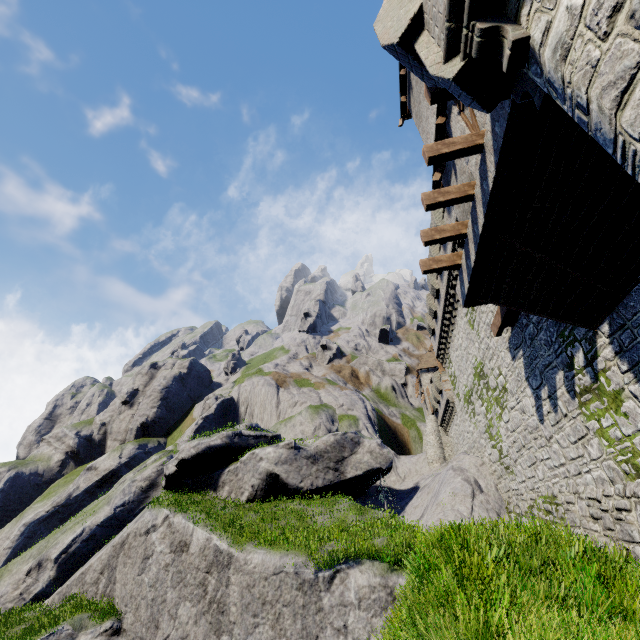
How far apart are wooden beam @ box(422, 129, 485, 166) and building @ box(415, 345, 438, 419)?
35.68m

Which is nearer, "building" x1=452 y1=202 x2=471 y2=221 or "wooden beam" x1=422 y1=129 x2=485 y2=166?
"wooden beam" x1=422 y1=129 x2=485 y2=166

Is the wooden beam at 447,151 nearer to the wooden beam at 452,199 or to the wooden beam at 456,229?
the wooden beam at 452,199

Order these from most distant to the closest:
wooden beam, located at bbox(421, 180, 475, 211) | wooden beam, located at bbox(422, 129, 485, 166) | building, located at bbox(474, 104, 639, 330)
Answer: wooden beam, located at bbox(421, 180, 475, 211) < wooden beam, located at bbox(422, 129, 485, 166) < building, located at bbox(474, 104, 639, 330)

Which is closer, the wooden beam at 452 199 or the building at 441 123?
the wooden beam at 452 199

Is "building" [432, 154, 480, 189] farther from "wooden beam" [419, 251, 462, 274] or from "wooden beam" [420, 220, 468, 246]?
"wooden beam" [419, 251, 462, 274]

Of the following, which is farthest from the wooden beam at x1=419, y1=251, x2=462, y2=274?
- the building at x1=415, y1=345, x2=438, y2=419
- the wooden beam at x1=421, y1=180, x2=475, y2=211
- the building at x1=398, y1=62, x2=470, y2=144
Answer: the building at x1=415, y1=345, x2=438, y2=419

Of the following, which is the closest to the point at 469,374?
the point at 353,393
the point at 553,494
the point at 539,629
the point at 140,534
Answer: the point at 553,494
